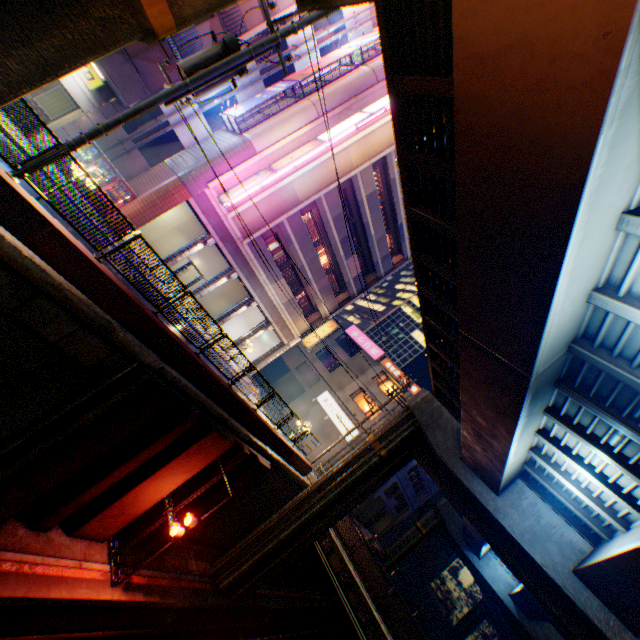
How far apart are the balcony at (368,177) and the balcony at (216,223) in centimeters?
981cm

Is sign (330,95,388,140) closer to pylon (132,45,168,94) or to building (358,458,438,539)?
pylon (132,45,168,94)

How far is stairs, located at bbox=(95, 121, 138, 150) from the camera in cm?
1872

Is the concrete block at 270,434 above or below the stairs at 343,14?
below

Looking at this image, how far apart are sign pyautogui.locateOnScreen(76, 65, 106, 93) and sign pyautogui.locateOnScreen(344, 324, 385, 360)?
30.4m

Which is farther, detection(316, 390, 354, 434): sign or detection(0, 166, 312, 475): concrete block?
detection(316, 390, 354, 434): sign

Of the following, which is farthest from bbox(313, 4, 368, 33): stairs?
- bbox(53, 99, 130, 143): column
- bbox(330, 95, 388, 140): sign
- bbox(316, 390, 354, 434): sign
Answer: bbox(316, 390, 354, 434): sign

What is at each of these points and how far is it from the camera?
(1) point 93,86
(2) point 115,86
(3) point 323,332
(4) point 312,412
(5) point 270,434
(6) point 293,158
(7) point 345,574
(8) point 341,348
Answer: (1) sign, 13.89m
(2) balcony, 13.59m
(3) sign, 27.33m
(4) building, 34.34m
(5) concrete block, 15.81m
(6) sign, 18.59m
(7) bridge, 16.77m
(8) building, 38.69m
